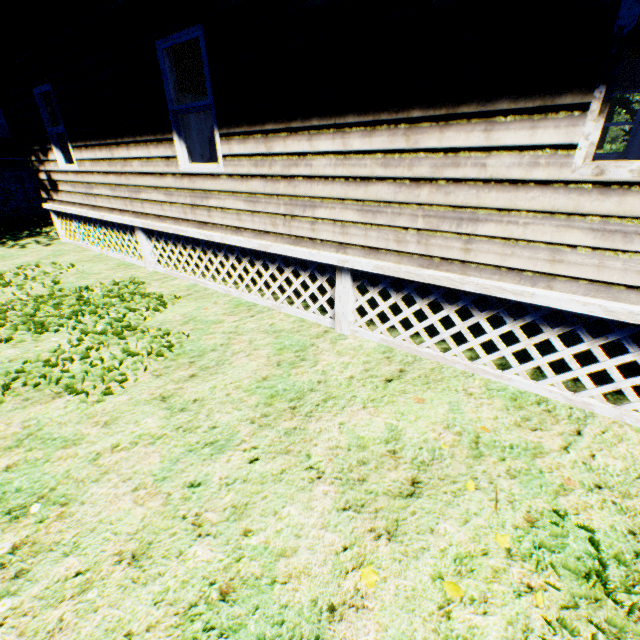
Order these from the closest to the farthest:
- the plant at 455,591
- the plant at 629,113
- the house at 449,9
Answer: the plant at 455,591 < the house at 449,9 < the plant at 629,113

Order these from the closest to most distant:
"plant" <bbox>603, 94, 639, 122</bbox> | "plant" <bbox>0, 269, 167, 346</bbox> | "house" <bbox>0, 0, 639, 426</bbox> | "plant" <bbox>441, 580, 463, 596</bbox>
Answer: "plant" <bbox>441, 580, 463, 596</bbox> → "house" <bbox>0, 0, 639, 426</bbox> → "plant" <bbox>0, 269, 167, 346</bbox> → "plant" <bbox>603, 94, 639, 122</bbox>

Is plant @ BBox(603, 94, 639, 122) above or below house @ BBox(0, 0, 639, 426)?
above

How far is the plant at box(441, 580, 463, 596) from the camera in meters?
1.7

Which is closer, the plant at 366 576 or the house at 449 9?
the plant at 366 576

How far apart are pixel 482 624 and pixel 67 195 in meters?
10.8 m

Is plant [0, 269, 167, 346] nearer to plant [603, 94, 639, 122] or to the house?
the house
